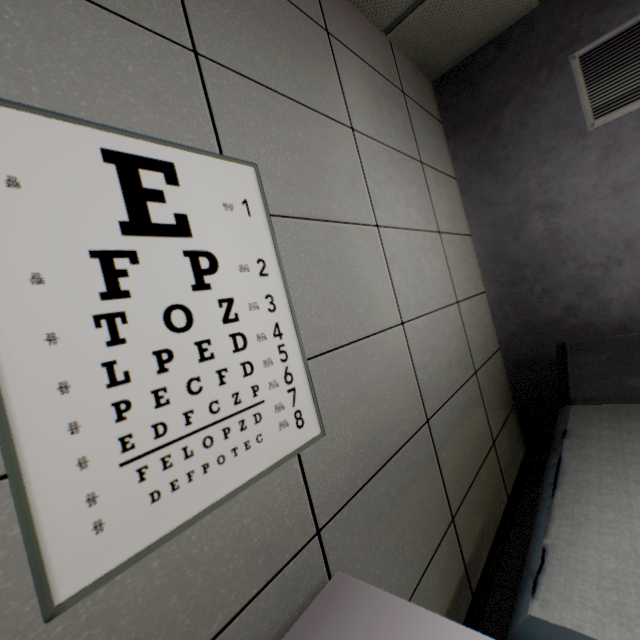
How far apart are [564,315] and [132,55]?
2.8 meters

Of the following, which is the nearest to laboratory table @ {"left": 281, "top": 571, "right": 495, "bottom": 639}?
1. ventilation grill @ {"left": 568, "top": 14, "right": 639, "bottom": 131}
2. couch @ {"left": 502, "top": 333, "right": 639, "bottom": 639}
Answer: couch @ {"left": 502, "top": 333, "right": 639, "bottom": 639}

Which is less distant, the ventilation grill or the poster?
the poster

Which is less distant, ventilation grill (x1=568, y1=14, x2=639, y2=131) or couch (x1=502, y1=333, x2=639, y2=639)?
couch (x1=502, y1=333, x2=639, y2=639)

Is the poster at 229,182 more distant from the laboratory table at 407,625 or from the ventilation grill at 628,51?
the ventilation grill at 628,51

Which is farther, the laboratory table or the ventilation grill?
the ventilation grill

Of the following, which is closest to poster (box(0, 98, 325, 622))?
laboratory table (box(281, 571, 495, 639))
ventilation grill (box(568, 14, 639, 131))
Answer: laboratory table (box(281, 571, 495, 639))

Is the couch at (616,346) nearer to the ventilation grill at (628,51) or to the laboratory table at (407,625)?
the laboratory table at (407,625)
